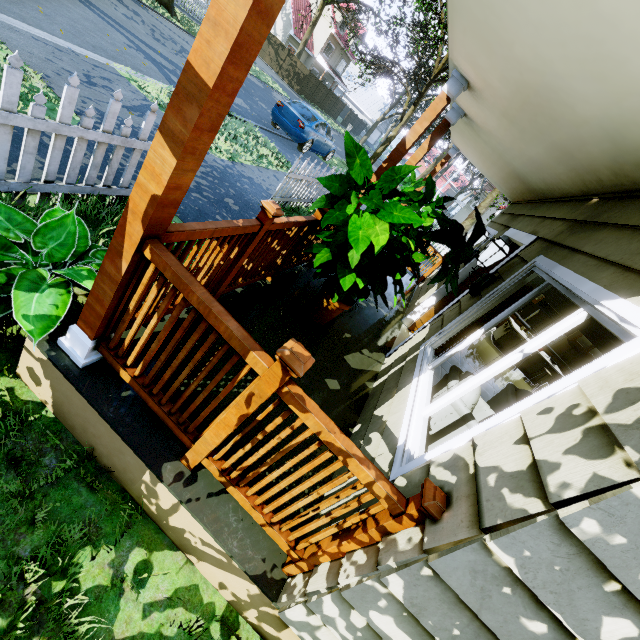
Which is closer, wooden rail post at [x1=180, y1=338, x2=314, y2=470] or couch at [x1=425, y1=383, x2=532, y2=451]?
wooden rail post at [x1=180, y1=338, x2=314, y2=470]

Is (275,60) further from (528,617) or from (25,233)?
(528,617)

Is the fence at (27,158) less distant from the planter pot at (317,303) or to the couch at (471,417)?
the planter pot at (317,303)

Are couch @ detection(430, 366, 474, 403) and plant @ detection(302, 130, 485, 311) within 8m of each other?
yes

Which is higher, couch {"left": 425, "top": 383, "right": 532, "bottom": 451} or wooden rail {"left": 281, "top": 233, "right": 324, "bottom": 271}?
couch {"left": 425, "top": 383, "right": 532, "bottom": 451}

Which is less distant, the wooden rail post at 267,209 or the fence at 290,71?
the wooden rail post at 267,209

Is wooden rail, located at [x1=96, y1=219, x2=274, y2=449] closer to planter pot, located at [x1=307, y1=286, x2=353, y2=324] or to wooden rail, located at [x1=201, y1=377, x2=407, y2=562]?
wooden rail, located at [x1=201, y1=377, x2=407, y2=562]

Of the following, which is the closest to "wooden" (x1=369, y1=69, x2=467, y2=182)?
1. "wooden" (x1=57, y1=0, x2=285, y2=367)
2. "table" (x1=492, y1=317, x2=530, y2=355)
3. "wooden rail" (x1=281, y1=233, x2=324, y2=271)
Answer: "wooden rail" (x1=281, y1=233, x2=324, y2=271)
